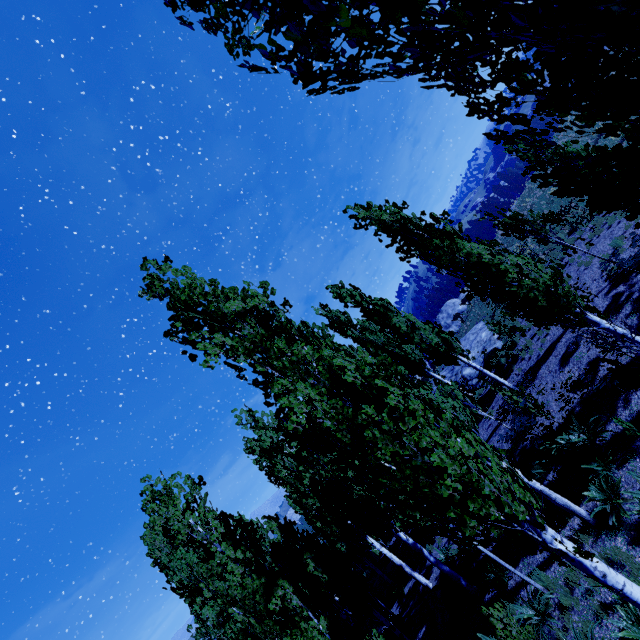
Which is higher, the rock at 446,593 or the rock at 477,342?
the rock at 477,342

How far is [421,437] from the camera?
5.2 meters

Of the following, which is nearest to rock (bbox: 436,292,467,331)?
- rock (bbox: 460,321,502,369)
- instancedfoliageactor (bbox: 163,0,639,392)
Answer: instancedfoliageactor (bbox: 163,0,639,392)

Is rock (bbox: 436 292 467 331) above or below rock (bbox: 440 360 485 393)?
above

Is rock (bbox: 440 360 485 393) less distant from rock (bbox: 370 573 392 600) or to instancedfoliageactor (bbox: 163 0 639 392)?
instancedfoliageactor (bbox: 163 0 639 392)

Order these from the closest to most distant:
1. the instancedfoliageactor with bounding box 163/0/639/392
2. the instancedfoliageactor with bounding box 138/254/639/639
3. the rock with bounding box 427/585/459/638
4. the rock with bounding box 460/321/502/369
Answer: the instancedfoliageactor with bounding box 163/0/639/392 → the instancedfoliageactor with bounding box 138/254/639/639 → the rock with bounding box 427/585/459/638 → the rock with bounding box 460/321/502/369

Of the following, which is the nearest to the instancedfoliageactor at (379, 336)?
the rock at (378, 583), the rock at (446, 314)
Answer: the rock at (378, 583)

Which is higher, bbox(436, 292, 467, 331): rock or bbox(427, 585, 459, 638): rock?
bbox(436, 292, 467, 331): rock
